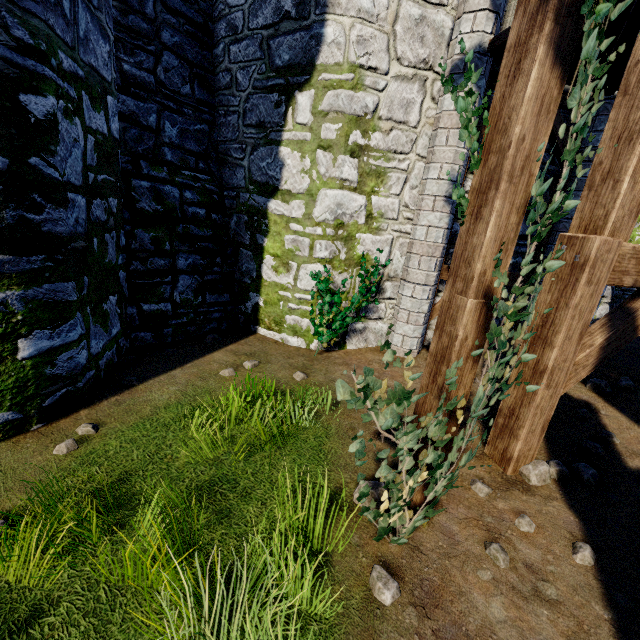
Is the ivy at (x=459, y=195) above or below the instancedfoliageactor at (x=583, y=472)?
→ above

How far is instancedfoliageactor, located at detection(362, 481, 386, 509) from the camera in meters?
2.9

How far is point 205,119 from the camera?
6.11m

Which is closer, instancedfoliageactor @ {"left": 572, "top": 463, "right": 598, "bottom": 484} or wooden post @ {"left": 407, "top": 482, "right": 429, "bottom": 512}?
A: wooden post @ {"left": 407, "top": 482, "right": 429, "bottom": 512}

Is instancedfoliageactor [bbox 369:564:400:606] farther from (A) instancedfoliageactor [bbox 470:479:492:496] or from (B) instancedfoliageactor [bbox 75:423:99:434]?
(B) instancedfoliageactor [bbox 75:423:99:434]

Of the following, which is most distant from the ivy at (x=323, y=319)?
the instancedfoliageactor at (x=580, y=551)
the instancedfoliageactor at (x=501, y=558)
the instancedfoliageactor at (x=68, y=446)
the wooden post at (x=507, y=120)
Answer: the instancedfoliageactor at (x=68, y=446)

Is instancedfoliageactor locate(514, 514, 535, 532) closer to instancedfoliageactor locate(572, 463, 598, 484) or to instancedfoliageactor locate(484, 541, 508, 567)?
instancedfoliageactor locate(484, 541, 508, 567)

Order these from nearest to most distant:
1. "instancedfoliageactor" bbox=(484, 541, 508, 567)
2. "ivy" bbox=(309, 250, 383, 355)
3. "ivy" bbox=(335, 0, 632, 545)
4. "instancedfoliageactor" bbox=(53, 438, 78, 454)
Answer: "ivy" bbox=(335, 0, 632, 545), "instancedfoliageactor" bbox=(484, 541, 508, 567), "instancedfoliageactor" bbox=(53, 438, 78, 454), "ivy" bbox=(309, 250, 383, 355)
